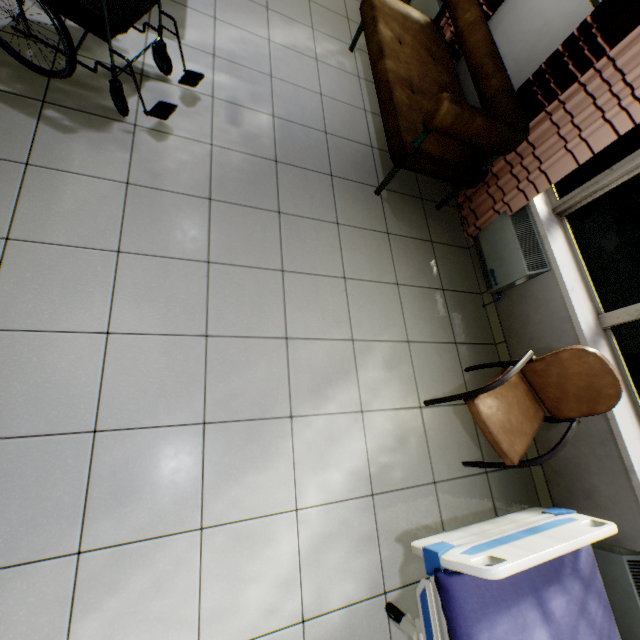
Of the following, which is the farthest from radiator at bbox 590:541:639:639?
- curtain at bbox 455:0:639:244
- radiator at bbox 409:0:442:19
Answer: radiator at bbox 409:0:442:19

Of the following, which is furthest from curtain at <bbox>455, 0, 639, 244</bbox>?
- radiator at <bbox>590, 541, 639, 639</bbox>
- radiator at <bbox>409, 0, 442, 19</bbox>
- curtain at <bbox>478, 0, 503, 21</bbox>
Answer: radiator at <bbox>409, 0, 442, 19</bbox>

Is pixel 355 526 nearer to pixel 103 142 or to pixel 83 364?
pixel 83 364

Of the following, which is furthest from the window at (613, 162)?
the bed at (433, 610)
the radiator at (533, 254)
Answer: the bed at (433, 610)

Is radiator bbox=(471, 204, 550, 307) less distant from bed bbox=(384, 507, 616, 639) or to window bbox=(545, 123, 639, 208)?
window bbox=(545, 123, 639, 208)

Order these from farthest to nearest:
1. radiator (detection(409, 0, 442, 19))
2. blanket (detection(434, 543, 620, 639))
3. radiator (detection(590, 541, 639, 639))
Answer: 1. radiator (detection(409, 0, 442, 19))
2. radiator (detection(590, 541, 639, 639))
3. blanket (detection(434, 543, 620, 639))

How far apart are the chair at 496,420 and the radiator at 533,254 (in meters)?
0.74

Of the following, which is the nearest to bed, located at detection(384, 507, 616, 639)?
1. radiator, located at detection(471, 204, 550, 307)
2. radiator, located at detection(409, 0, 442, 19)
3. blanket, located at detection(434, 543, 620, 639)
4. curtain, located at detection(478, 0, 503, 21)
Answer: blanket, located at detection(434, 543, 620, 639)
